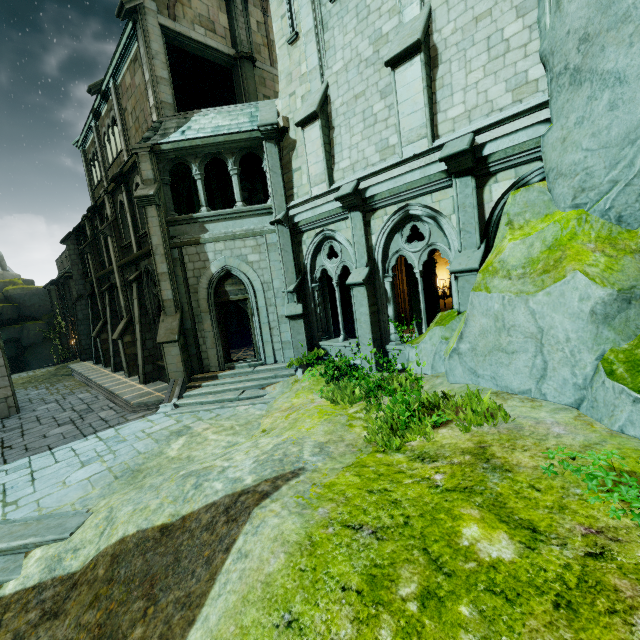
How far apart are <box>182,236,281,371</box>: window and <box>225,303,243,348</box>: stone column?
3.4 meters

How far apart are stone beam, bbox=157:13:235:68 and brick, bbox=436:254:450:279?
12.5 meters

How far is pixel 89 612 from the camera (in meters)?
3.96

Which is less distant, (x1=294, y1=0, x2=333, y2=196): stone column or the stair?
the stair

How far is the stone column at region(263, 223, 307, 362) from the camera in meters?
11.7

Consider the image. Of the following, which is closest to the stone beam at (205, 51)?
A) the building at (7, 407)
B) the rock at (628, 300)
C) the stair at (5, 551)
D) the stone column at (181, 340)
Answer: the stone column at (181, 340)

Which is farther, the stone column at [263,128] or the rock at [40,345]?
the rock at [40,345]

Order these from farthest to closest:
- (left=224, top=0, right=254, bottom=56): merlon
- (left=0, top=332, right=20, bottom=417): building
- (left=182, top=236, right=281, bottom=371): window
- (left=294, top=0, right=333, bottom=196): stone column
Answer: (left=224, top=0, right=254, bottom=56): merlon → (left=0, top=332, right=20, bottom=417): building → (left=182, top=236, right=281, bottom=371): window → (left=294, top=0, right=333, bottom=196): stone column
